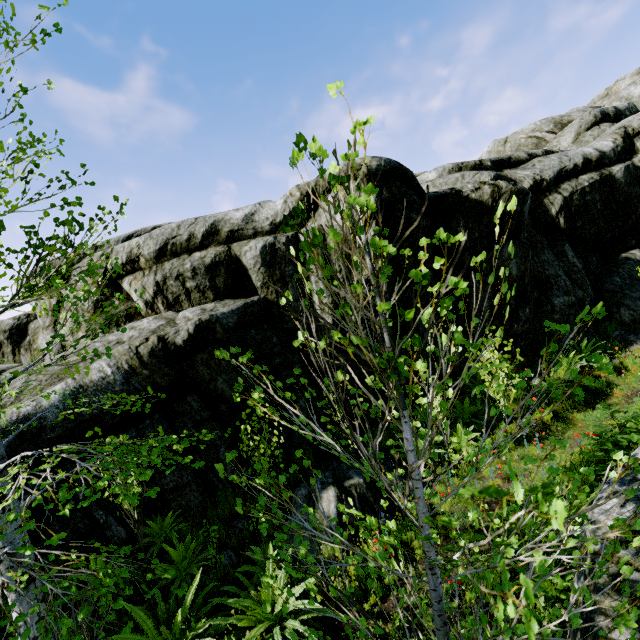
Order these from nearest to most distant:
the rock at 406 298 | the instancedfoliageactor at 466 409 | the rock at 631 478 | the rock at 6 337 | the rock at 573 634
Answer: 1. the instancedfoliageactor at 466 409
2. the rock at 573 634
3. the rock at 631 478
4. the rock at 406 298
5. the rock at 6 337

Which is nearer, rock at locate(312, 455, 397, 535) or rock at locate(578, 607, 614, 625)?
rock at locate(578, 607, 614, 625)

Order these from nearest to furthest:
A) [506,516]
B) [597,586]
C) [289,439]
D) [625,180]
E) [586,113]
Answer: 1. [597,586]
2. [506,516]
3. [289,439]
4. [625,180]
5. [586,113]

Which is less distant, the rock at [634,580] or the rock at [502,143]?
the rock at [634,580]

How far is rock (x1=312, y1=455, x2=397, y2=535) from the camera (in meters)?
6.43
